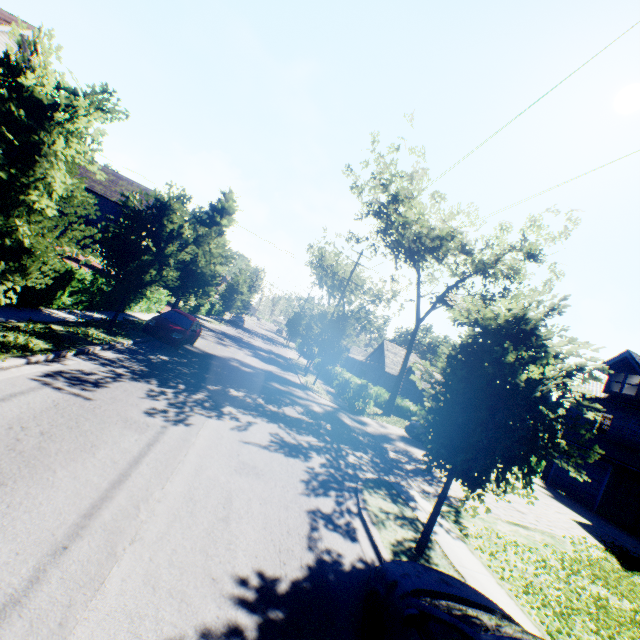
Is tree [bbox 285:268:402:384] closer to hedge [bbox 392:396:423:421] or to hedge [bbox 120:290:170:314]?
hedge [bbox 120:290:170:314]

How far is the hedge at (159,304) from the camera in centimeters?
1911cm

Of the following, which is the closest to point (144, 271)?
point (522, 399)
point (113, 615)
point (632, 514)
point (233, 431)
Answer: point (233, 431)

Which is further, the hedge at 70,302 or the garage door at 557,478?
the garage door at 557,478

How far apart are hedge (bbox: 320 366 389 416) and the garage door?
13.64m

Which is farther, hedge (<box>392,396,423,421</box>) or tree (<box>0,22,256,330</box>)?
hedge (<box>392,396,423,421</box>)

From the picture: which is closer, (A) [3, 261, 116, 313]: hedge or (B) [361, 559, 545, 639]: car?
(B) [361, 559, 545, 639]: car

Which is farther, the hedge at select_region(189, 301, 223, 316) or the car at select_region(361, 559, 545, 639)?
the hedge at select_region(189, 301, 223, 316)
